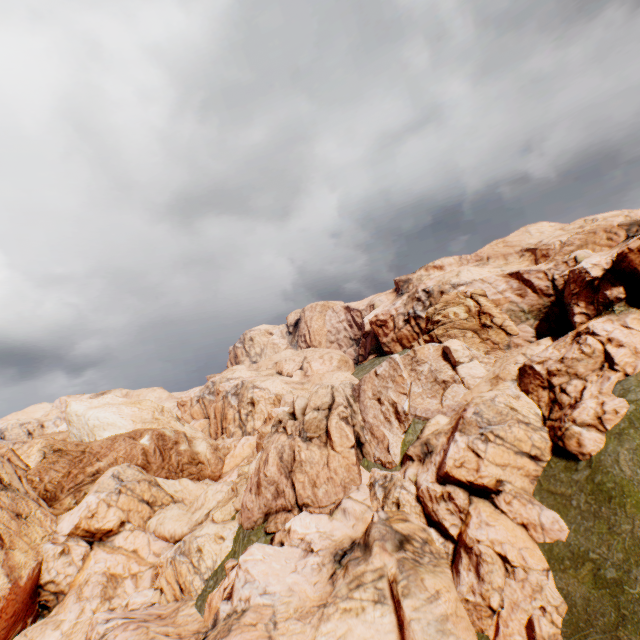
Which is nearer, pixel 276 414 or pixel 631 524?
pixel 631 524
